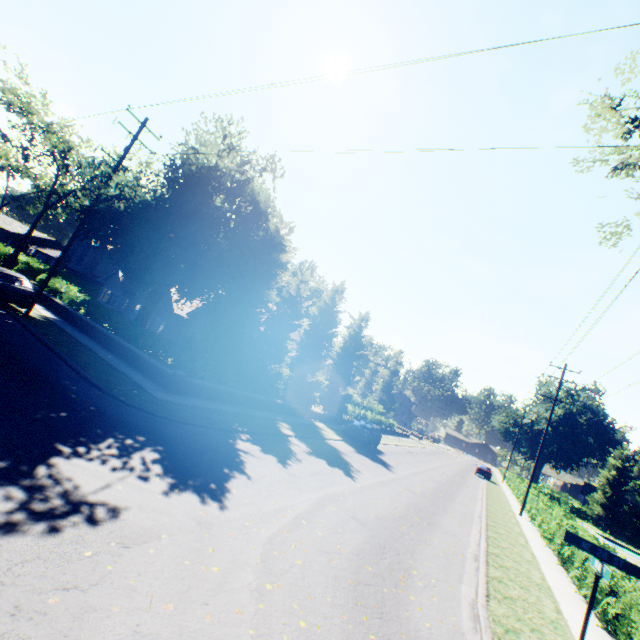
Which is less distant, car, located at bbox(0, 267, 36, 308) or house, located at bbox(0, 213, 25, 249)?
car, located at bbox(0, 267, 36, 308)

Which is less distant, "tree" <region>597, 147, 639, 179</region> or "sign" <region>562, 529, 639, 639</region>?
"sign" <region>562, 529, 639, 639</region>

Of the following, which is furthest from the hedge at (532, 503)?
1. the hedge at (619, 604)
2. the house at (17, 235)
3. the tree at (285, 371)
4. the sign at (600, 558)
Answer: the sign at (600, 558)

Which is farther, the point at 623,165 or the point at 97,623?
the point at 623,165

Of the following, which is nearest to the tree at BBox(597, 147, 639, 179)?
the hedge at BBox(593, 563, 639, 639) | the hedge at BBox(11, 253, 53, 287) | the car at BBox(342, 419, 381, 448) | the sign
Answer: the hedge at BBox(11, 253, 53, 287)

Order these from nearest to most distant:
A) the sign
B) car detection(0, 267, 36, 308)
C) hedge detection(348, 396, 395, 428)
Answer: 1. the sign
2. car detection(0, 267, 36, 308)
3. hedge detection(348, 396, 395, 428)

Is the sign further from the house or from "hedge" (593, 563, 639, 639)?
the house

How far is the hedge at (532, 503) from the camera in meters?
11.2 m
